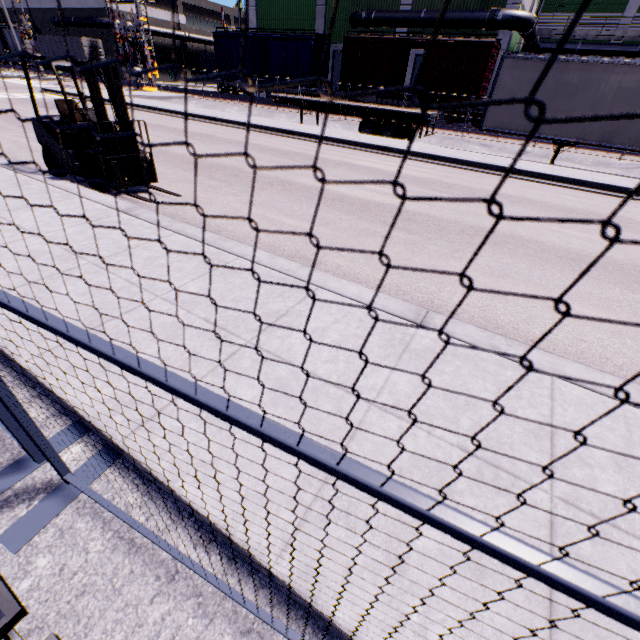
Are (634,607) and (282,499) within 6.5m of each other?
yes

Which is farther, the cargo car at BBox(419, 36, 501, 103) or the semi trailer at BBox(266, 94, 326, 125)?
the cargo car at BBox(419, 36, 501, 103)

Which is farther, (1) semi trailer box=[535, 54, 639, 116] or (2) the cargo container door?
(2) the cargo container door

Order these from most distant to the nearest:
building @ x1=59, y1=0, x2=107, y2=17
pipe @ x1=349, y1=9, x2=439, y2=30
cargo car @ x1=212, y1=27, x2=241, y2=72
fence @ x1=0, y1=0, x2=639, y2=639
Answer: building @ x1=59, y1=0, x2=107, y2=17, cargo car @ x1=212, y1=27, x2=241, y2=72, pipe @ x1=349, y1=9, x2=439, y2=30, fence @ x1=0, y1=0, x2=639, y2=639

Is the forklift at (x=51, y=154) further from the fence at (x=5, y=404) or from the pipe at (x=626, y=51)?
the pipe at (x=626, y=51)

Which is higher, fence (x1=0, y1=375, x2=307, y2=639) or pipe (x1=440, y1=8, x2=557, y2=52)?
pipe (x1=440, y1=8, x2=557, y2=52)

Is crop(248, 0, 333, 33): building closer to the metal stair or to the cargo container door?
the metal stair

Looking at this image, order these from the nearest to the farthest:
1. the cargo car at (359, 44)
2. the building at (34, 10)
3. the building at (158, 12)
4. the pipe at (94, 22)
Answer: the cargo car at (359, 44), the pipe at (94, 22), the building at (158, 12), the building at (34, 10)
